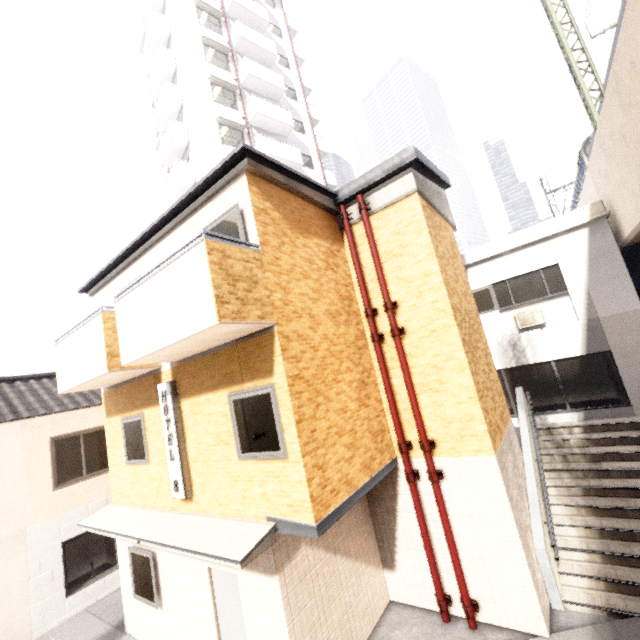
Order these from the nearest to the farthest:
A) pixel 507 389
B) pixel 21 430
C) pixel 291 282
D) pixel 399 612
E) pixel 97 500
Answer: pixel 291 282, pixel 399 612, pixel 21 430, pixel 97 500, pixel 507 389

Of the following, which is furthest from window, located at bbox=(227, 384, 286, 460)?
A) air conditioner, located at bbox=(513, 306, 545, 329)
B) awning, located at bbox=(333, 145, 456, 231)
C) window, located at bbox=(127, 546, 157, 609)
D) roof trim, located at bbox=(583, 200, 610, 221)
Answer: roof trim, located at bbox=(583, 200, 610, 221)

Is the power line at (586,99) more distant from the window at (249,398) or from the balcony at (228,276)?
the window at (249,398)

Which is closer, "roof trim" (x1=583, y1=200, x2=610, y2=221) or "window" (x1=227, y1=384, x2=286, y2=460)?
"window" (x1=227, y1=384, x2=286, y2=460)

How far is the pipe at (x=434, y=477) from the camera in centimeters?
606cm

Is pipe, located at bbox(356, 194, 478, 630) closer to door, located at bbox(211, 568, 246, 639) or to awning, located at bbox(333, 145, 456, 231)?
awning, located at bbox(333, 145, 456, 231)

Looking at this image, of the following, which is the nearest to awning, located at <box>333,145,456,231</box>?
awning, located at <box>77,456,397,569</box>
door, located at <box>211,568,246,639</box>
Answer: awning, located at <box>77,456,397,569</box>

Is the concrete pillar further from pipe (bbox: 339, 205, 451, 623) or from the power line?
pipe (bbox: 339, 205, 451, 623)
